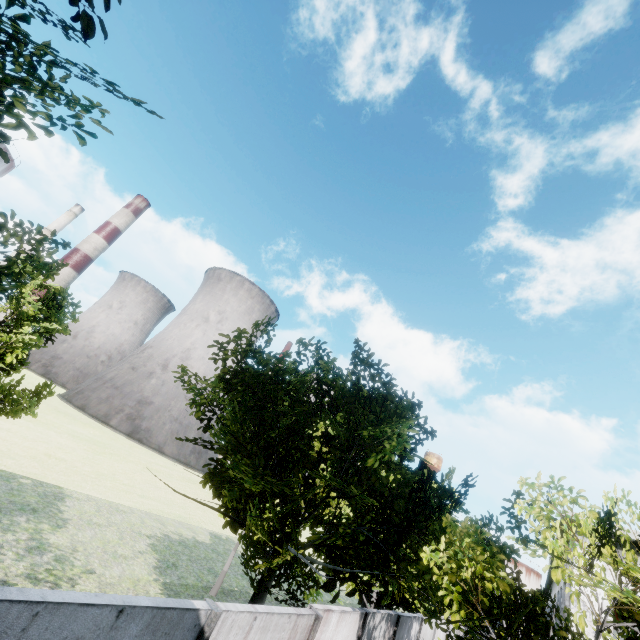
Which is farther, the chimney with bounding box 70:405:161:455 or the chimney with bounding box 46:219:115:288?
the chimney with bounding box 70:405:161:455

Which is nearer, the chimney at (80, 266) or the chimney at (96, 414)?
the chimney at (80, 266)

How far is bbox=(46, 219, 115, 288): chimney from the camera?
54.3 meters

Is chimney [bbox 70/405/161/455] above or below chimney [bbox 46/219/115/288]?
below

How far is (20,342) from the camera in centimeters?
854cm

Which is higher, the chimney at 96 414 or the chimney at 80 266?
the chimney at 80 266

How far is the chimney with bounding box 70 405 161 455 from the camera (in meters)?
58.08
